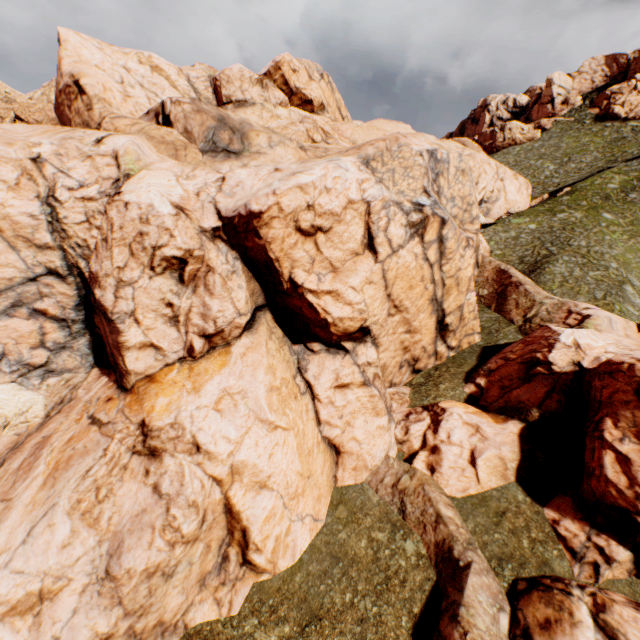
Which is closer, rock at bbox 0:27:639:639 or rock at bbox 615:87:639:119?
rock at bbox 0:27:639:639

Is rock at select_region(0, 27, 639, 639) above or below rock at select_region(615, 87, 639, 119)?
below

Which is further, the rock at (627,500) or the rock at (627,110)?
the rock at (627,110)

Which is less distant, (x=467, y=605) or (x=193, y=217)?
(x=467, y=605)

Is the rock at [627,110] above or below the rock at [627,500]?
above
